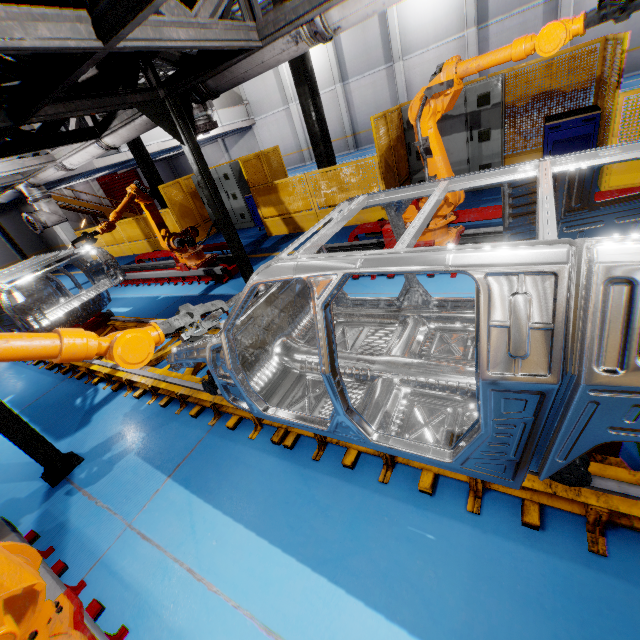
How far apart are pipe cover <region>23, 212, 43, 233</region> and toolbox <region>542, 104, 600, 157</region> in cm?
1228

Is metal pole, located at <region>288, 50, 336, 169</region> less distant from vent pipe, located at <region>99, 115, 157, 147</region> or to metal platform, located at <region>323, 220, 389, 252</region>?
metal platform, located at <region>323, 220, 389, 252</region>

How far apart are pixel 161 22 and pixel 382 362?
3.53m

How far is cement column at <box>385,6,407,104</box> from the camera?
17.90m

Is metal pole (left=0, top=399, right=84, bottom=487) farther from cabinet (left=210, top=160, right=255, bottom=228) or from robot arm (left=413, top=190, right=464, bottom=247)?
cabinet (left=210, top=160, right=255, bottom=228)

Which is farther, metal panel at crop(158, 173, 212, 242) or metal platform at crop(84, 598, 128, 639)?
metal panel at crop(158, 173, 212, 242)

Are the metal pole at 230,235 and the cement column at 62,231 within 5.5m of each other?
no

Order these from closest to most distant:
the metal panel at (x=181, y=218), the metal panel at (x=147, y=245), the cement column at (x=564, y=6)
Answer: the metal panel at (x=181, y=218), the metal panel at (x=147, y=245), the cement column at (x=564, y=6)
